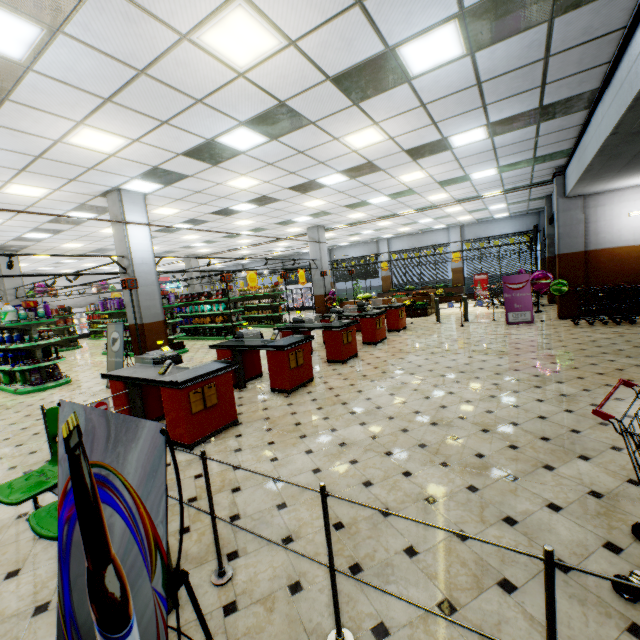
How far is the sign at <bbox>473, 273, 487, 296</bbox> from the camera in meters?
20.7

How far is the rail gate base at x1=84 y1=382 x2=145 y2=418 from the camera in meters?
4.7

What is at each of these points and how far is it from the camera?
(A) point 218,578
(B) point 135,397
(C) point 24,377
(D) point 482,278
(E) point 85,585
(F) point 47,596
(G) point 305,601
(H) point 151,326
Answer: (A) rail, 2.3 meters
(B) rail gate base, 5.0 meters
(C) boxed laundry detergent, 9.2 meters
(D) sign, 20.8 meters
(E) sign, 1.3 meters
(F) building, 2.4 meters
(G) building, 2.1 meters
(H) building, 8.6 meters

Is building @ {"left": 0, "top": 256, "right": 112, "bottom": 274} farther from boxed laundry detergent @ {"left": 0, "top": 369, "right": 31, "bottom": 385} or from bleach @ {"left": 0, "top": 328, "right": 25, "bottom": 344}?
bleach @ {"left": 0, "top": 328, "right": 25, "bottom": 344}

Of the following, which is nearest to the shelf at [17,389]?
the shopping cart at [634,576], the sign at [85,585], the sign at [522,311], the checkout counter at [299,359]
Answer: the checkout counter at [299,359]

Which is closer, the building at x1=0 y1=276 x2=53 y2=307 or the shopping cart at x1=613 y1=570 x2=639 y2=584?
the shopping cart at x1=613 y1=570 x2=639 y2=584

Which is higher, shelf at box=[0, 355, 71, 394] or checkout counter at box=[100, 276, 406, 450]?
checkout counter at box=[100, 276, 406, 450]

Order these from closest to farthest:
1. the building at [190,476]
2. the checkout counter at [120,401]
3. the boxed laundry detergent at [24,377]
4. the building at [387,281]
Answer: the building at [190,476]
the checkout counter at [120,401]
the boxed laundry detergent at [24,377]
the building at [387,281]
